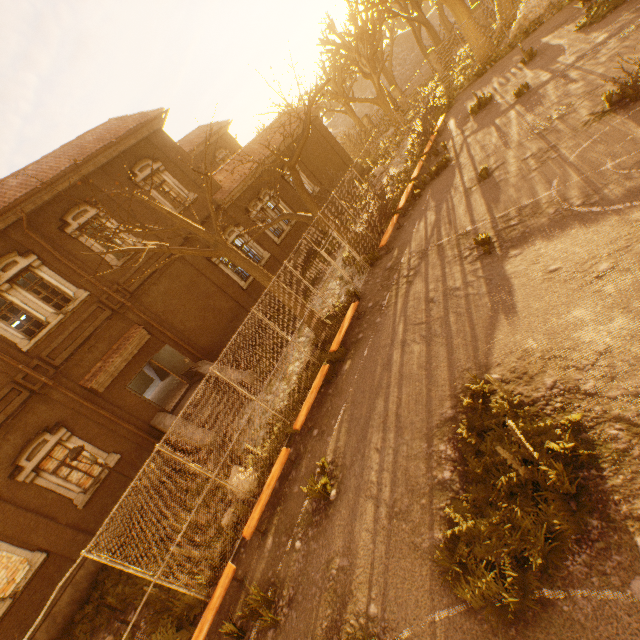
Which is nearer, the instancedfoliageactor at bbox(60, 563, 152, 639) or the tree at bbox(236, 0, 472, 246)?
the instancedfoliageactor at bbox(60, 563, 152, 639)

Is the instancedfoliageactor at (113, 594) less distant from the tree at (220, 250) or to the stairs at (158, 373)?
the tree at (220, 250)

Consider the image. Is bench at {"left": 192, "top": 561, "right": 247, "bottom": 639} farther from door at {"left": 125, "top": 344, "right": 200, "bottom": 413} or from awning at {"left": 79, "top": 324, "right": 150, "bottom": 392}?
awning at {"left": 79, "top": 324, "right": 150, "bottom": 392}

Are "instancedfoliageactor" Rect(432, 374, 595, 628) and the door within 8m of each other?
no

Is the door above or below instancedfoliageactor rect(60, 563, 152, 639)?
above

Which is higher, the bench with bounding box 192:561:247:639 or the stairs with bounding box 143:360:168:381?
the stairs with bounding box 143:360:168:381

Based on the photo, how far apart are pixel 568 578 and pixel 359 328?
A: 7.3m

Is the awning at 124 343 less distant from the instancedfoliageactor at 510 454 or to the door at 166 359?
the door at 166 359
